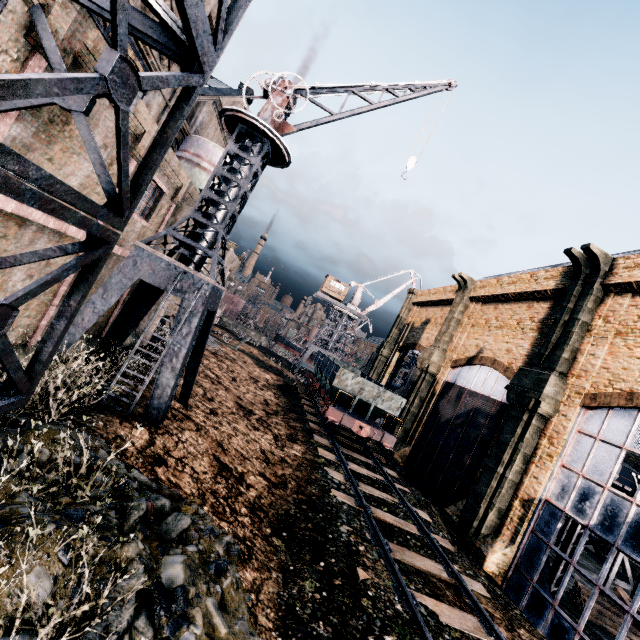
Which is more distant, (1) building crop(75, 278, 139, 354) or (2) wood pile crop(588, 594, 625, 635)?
(2) wood pile crop(588, 594, 625, 635)

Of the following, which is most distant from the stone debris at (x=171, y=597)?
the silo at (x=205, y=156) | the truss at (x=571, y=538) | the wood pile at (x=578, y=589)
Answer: the wood pile at (x=578, y=589)

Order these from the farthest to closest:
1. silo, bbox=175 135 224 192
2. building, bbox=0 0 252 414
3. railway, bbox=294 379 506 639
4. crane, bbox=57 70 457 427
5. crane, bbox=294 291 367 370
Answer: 1. crane, bbox=294 291 367 370
2. silo, bbox=175 135 224 192
3. crane, bbox=57 70 457 427
4. railway, bbox=294 379 506 639
5. building, bbox=0 0 252 414

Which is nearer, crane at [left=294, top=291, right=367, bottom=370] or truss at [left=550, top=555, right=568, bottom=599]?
truss at [left=550, top=555, right=568, bottom=599]

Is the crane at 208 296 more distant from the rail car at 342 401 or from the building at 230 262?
the building at 230 262

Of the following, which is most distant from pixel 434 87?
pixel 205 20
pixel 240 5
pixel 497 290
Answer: pixel 497 290

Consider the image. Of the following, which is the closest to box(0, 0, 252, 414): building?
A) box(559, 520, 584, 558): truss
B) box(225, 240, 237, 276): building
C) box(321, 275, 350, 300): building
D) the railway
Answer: box(559, 520, 584, 558): truss

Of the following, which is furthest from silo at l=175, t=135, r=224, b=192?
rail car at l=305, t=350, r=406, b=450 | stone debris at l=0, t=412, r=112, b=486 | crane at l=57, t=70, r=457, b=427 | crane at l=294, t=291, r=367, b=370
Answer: crane at l=294, t=291, r=367, b=370
